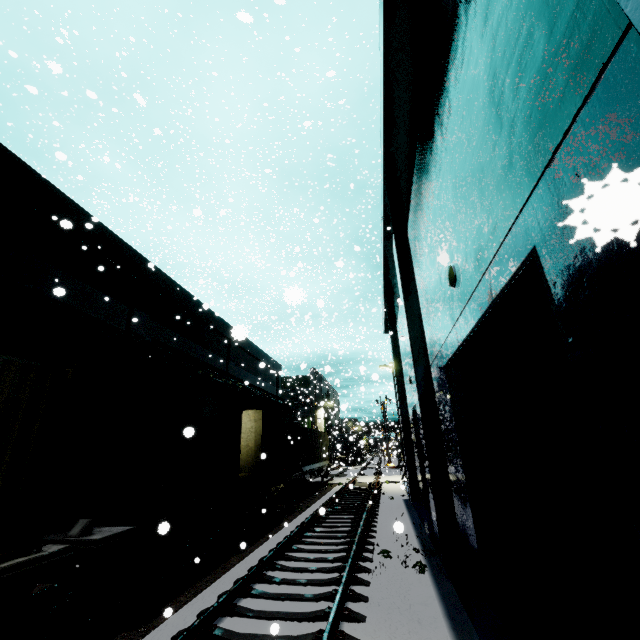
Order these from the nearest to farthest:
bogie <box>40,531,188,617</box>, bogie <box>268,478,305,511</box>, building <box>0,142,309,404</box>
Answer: bogie <box>40,531,188,617</box> < building <box>0,142,309,404</box> < bogie <box>268,478,305,511</box>

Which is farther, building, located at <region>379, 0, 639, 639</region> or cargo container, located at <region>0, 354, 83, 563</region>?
cargo container, located at <region>0, 354, 83, 563</region>

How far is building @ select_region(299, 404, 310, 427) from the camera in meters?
45.3 m

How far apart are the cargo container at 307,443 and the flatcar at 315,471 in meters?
0.0 m

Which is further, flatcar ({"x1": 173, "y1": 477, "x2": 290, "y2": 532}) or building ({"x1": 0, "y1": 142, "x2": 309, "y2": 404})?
building ({"x1": 0, "y1": 142, "x2": 309, "y2": 404})

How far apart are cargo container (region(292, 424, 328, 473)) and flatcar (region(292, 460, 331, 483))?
0.0 meters

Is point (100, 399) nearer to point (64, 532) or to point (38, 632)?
point (64, 532)

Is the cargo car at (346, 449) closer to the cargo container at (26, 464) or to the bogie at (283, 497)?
the bogie at (283, 497)
